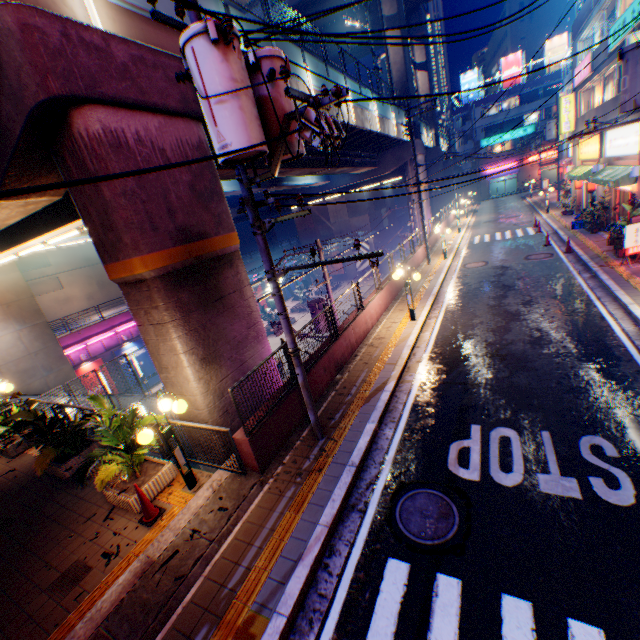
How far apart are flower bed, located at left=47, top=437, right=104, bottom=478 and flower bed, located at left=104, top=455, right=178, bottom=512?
2.2 meters

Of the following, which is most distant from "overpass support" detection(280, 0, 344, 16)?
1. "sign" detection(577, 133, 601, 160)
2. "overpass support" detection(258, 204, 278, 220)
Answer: "sign" detection(577, 133, 601, 160)

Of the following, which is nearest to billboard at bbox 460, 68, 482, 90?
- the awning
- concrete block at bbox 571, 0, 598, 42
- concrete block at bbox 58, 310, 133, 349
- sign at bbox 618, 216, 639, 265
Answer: concrete block at bbox 571, 0, 598, 42

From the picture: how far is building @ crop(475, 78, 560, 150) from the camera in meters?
49.2 m

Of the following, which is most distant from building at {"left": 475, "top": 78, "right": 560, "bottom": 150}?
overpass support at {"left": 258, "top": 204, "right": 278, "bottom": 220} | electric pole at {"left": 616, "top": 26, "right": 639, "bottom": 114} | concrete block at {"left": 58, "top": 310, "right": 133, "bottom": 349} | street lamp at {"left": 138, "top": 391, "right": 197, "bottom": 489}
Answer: street lamp at {"left": 138, "top": 391, "right": 197, "bottom": 489}

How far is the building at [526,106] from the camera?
49.18m

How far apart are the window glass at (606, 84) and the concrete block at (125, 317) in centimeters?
3422cm

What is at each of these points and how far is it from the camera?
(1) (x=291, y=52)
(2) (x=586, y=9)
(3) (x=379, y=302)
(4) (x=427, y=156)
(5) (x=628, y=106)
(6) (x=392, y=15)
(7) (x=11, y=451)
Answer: (1) overpass support, 13.5m
(2) concrete block, 18.9m
(3) concrete block, 14.4m
(4) overpass support, 42.8m
(5) electric pole, 9.0m
(6) overpass support, 28.3m
(7) flower bed, 10.1m
